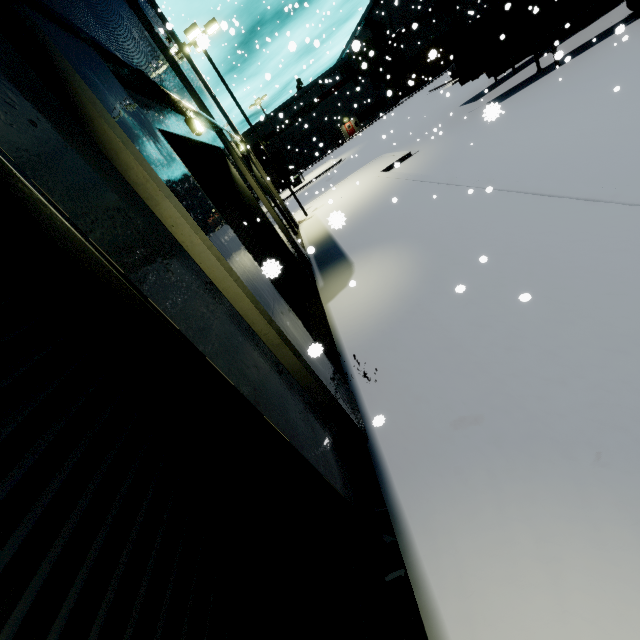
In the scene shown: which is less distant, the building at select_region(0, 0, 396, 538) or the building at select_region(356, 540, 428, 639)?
the building at select_region(0, 0, 396, 538)

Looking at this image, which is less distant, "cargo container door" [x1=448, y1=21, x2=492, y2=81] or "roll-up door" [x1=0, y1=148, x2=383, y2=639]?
"roll-up door" [x1=0, y1=148, x2=383, y2=639]

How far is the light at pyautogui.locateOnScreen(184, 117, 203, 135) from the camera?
6.0m

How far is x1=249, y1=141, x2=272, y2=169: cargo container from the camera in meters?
50.8 m

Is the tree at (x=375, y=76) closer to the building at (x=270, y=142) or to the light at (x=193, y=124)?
the building at (x=270, y=142)

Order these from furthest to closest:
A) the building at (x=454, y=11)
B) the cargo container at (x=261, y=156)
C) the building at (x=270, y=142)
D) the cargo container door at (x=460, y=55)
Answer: the building at (x=270, y=142) < the cargo container at (x=261, y=156) < the building at (x=454, y=11) < the cargo container door at (x=460, y=55)

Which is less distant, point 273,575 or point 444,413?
point 273,575

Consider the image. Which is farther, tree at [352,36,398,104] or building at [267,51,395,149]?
building at [267,51,395,149]
